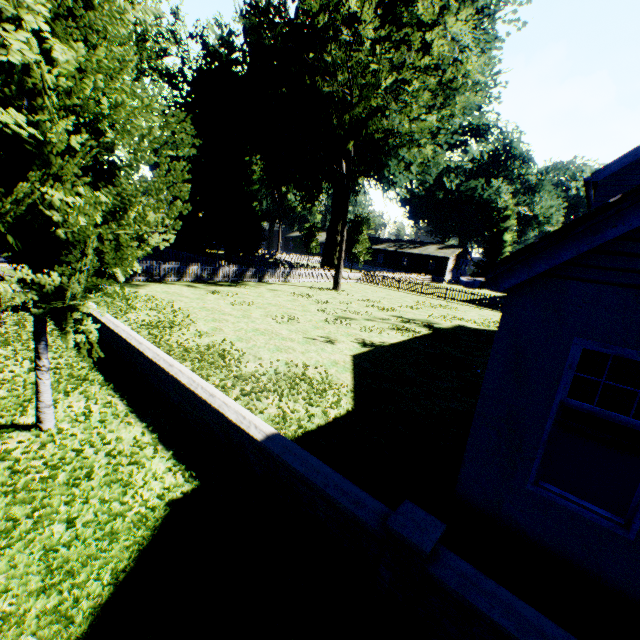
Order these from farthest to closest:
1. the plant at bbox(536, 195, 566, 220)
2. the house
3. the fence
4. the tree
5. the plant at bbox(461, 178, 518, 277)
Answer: the plant at bbox(536, 195, 566, 220) < the plant at bbox(461, 178, 518, 277) < the house < the fence < the tree

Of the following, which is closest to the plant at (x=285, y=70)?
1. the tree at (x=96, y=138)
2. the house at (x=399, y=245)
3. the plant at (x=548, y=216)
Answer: the house at (x=399, y=245)

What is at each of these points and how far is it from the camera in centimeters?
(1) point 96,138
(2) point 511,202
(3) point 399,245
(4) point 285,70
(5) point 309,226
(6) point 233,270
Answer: (1) tree, 454cm
(2) plant, 5378cm
(3) house, 5875cm
(4) plant, 2523cm
(5) plant, 5400cm
(6) fence, 2527cm

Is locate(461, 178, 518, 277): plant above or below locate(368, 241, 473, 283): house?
above

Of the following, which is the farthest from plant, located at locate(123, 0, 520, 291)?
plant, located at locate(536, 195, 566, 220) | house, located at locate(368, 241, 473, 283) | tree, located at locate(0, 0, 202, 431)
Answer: plant, located at locate(536, 195, 566, 220)

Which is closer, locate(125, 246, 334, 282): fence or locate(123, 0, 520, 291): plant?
locate(123, 0, 520, 291): plant

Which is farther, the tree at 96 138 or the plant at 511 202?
the plant at 511 202
